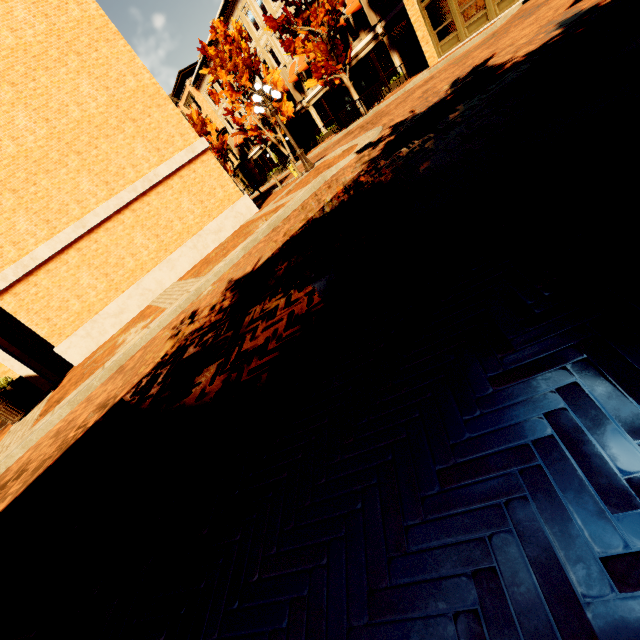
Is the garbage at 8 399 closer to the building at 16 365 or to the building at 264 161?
the building at 16 365

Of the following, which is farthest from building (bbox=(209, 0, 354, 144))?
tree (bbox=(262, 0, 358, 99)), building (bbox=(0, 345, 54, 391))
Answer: building (bbox=(0, 345, 54, 391))

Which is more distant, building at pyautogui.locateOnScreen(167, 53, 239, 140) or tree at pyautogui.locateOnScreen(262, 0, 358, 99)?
building at pyautogui.locateOnScreen(167, 53, 239, 140)

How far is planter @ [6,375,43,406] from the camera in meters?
9.2

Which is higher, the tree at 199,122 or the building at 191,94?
the building at 191,94

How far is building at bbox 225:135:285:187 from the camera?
38.50m

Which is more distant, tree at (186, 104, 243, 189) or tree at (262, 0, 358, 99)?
tree at (186, 104, 243, 189)

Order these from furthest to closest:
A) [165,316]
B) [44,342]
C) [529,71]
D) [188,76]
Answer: [188,76] < [44,342] < [165,316] < [529,71]
